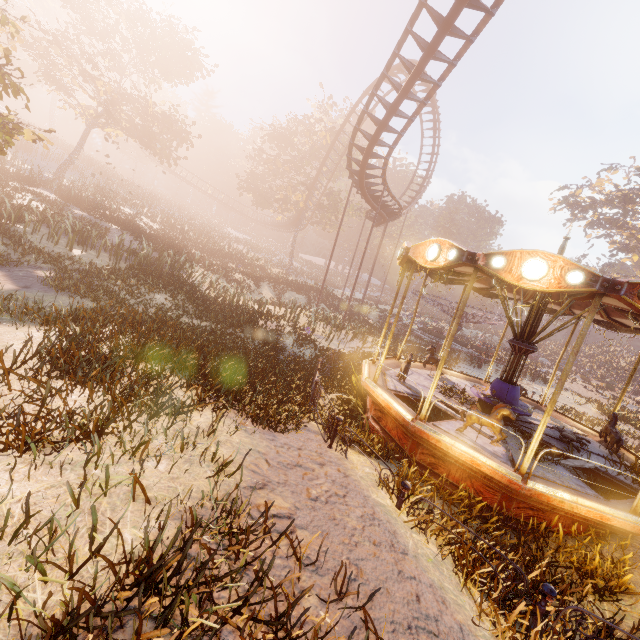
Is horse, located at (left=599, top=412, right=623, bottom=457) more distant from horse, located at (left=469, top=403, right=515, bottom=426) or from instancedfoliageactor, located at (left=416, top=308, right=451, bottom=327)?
instancedfoliageactor, located at (left=416, top=308, right=451, bottom=327)

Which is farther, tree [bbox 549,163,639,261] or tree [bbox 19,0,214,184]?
tree [bbox 549,163,639,261]

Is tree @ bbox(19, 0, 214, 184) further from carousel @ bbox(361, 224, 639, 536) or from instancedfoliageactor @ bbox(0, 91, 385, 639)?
carousel @ bbox(361, 224, 639, 536)

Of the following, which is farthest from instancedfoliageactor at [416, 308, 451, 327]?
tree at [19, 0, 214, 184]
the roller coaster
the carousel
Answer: tree at [19, 0, 214, 184]

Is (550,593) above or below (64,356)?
below

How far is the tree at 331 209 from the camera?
36.2m

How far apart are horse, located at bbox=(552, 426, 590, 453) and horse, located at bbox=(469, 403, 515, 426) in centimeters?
288cm

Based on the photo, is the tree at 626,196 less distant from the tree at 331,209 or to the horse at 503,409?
the tree at 331,209
